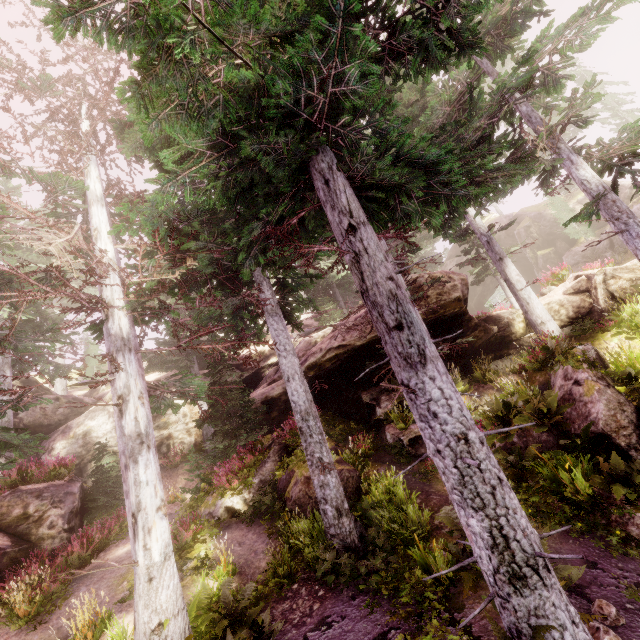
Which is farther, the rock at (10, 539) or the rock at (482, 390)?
the rock at (482, 390)

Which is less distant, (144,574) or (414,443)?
(144,574)

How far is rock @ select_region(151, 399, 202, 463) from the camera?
19.4m

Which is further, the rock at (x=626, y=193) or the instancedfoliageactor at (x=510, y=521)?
the rock at (x=626, y=193)

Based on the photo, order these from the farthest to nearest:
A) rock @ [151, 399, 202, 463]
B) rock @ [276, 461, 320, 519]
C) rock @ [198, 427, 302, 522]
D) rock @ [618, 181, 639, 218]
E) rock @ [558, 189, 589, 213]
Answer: rock @ [558, 189, 589, 213]
rock @ [618, 181, 639, 218]
rock @ [151, 399, 202, 463]
rock @ [198, 427, 302, 522]
rock @ [276, 461, 320, 519]

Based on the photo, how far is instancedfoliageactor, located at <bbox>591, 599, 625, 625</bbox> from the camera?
4.8m

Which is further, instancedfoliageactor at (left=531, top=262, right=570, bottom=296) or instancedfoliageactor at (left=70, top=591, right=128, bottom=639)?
instancedfoliageactor at (left=531, top=262, right=570, bottom=296)
